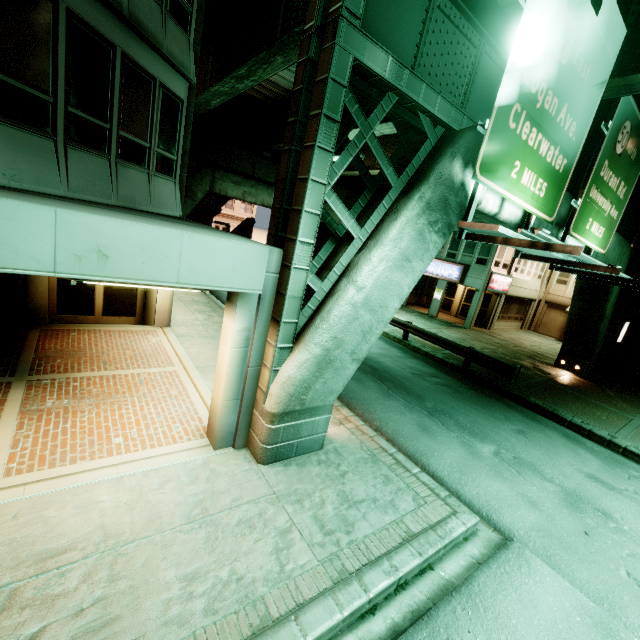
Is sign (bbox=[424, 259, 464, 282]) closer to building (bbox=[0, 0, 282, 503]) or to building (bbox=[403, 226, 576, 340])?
building (bbox=[403, 226, 576, 340])

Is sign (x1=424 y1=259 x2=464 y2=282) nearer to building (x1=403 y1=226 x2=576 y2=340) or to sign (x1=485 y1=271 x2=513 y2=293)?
building (x1=403 y1=226 x2=576 y2=340)

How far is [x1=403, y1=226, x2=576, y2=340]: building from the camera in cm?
2395

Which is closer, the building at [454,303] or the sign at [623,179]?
the sign at [623,179]

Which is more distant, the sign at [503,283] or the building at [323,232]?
the building at [323,232]

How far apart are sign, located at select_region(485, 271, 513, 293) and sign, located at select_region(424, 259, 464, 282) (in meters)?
1.75

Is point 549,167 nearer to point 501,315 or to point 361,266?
point 361,266

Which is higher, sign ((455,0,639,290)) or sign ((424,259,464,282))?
sign ((455,0,639,290))
